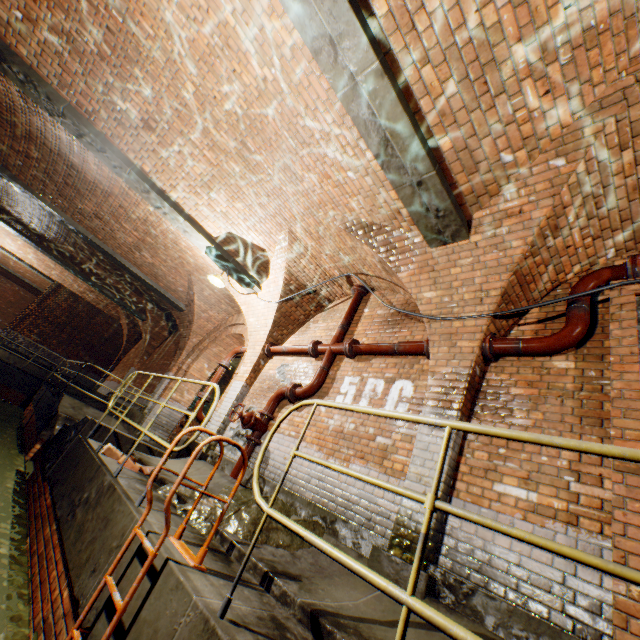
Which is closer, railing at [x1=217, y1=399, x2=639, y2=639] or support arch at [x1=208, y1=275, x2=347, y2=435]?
railing at [x1=217, y1=399, x2=639, y2=639]

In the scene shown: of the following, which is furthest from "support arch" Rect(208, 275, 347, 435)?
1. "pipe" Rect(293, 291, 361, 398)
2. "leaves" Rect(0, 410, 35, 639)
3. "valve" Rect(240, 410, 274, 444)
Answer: "leaves" Rect(0, 410, 35, 639)

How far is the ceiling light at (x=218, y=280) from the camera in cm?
724

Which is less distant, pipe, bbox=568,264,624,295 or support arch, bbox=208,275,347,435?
pipe, bbox=568,264,624,295

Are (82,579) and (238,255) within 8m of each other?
yes

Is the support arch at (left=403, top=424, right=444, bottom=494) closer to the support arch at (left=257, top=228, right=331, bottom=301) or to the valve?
the support arch at (left=257, top=228, right=331, bottom=301)

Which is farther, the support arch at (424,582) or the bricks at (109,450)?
the bricks at (109,450)

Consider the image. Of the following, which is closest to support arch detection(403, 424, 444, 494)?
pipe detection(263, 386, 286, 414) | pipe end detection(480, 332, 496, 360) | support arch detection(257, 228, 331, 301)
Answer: pipe end detection(480, 332, 496, 360)
